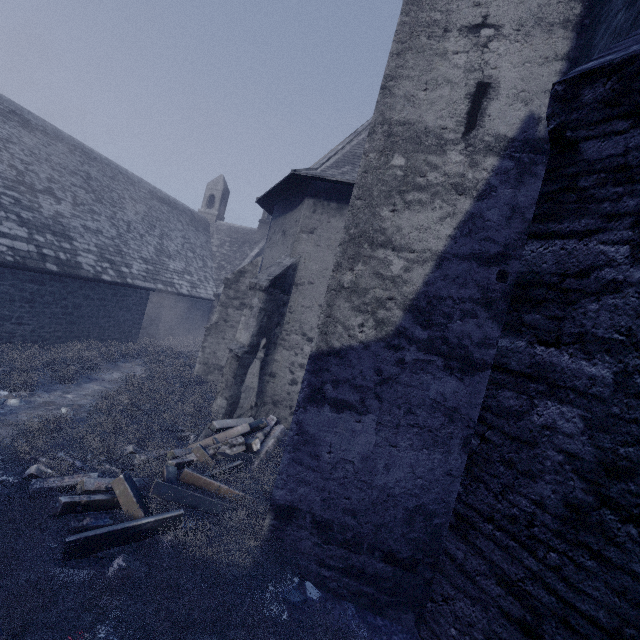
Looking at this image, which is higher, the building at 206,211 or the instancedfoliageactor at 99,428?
the building at 206,211

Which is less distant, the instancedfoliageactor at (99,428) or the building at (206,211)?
the building at (206,211)

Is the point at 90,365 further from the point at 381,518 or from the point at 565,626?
the point at 565,626

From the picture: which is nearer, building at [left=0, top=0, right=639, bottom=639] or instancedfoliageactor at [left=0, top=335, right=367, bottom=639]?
building at [left=0, top=0, right=639, bottom=639]

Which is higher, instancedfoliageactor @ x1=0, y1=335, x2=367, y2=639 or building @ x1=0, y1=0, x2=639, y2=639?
building @ x1=0, y1=0, x2=639, y2=639
